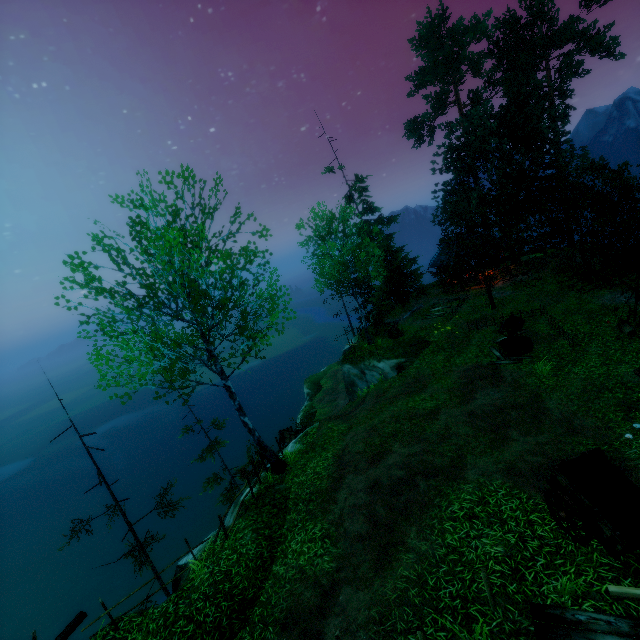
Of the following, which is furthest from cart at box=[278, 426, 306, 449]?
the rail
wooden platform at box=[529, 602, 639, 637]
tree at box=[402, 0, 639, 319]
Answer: the rail

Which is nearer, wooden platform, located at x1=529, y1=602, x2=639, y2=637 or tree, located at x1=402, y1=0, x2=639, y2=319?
wooden platform, located at x1=529, y1=602, x2=639, y2=637

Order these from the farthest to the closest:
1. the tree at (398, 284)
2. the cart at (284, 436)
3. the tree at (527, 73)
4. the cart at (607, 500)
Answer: the tree at (398, 284), the cart at (284, 436), the tree at (527, 73), the cart at (607, 500)

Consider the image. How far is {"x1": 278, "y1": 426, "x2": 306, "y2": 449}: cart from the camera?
19.23m

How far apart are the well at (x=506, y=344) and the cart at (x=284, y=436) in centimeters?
1220cm

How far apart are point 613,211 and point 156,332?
26.8m

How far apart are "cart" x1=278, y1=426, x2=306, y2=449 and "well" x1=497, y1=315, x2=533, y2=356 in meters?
12.2 m

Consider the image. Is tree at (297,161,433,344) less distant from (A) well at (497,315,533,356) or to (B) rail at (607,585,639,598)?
(A) well at (497,315,533,356)
